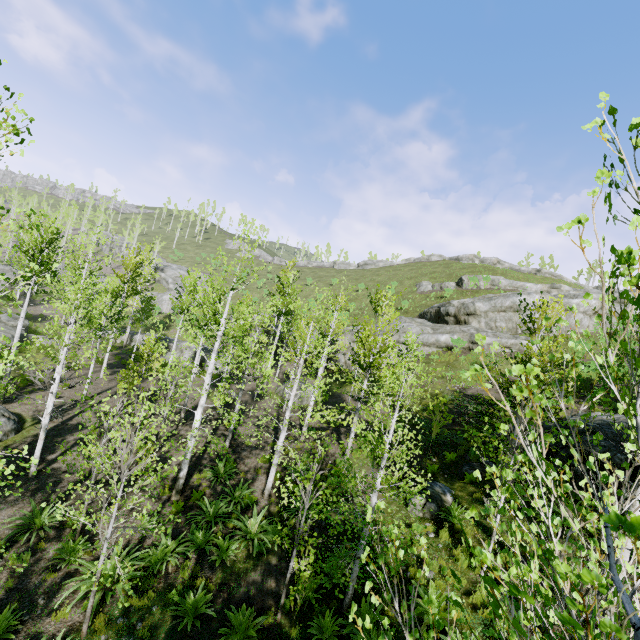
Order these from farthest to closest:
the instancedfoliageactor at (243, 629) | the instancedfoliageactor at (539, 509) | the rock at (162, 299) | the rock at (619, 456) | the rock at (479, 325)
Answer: the rock at (162, 299)
the rock at (479, 325)
the rock at (619, 456)
the instancedfoliageactor at (243, 629)
the instancedfoliageactor at (539, 509)

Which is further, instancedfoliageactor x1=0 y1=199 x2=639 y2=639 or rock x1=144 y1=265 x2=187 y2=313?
rock x1=144 y1=265 x2=187 y2=313

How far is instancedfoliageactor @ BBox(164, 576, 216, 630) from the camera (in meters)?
7.75

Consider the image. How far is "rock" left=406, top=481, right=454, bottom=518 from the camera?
10.9 meters

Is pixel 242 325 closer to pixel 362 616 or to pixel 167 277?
pixel 362 616

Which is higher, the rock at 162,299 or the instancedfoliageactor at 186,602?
the rock at 162,299

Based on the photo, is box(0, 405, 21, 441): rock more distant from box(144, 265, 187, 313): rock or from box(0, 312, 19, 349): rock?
box(144, 265, 187, 313): rock

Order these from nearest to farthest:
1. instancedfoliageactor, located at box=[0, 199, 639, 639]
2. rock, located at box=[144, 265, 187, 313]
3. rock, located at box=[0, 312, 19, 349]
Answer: instancedfoliageactor, located at box=[0, 199, 639, 639], rock, located at box=[0, 312, 19, 349], rock, located at box=[144, 265, 187, 313]
